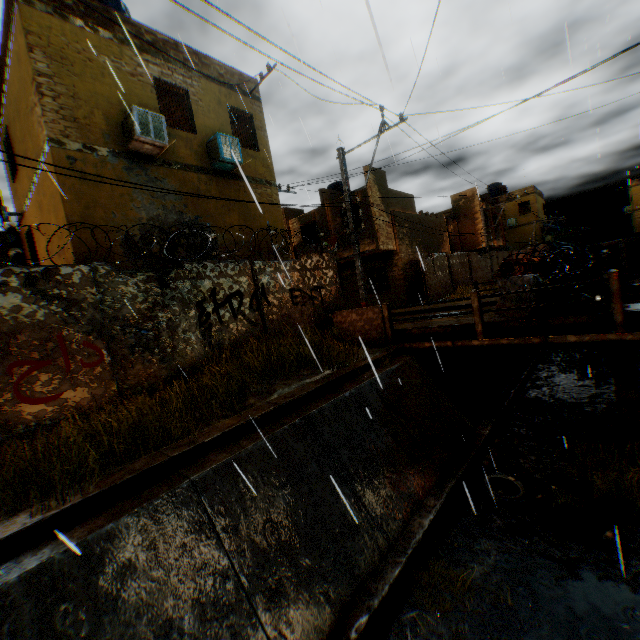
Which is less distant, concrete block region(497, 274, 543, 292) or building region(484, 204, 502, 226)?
concrete block region(497, 274, 543, 292)

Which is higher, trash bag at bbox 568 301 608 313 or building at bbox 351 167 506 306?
building at bbox 351 167 506 306

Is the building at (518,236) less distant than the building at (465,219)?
No

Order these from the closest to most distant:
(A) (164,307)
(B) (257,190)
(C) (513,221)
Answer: (A) (164,307) → (B) (257,190) → (C) (513,221)

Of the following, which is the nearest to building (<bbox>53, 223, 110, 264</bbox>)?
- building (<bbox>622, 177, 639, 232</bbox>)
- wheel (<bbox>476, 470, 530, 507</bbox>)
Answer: wheel (<bbox>476, 470, 530, 507</bbox>)

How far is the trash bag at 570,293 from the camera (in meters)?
7.19

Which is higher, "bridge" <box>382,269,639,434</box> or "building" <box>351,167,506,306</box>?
"building" <box>351,167,506,306</box>

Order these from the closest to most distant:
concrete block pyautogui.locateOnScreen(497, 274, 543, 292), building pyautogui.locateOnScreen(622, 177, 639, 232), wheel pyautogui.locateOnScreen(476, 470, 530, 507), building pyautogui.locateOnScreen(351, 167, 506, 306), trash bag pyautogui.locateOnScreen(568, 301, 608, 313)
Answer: wheel pyautogui.locateOnScreen(476, 470, 530, 507) → trash bag pyautogui.locateOnScreen(568, 301, 608, 313) → concrete block pyautogui.locateOnScreen(497, 274, 543, 292) → building pyautogui.locateOnScreen(351, 167, 506, 306) → building pyautogui.locateOnScreen(622, 177, 639, 232)
